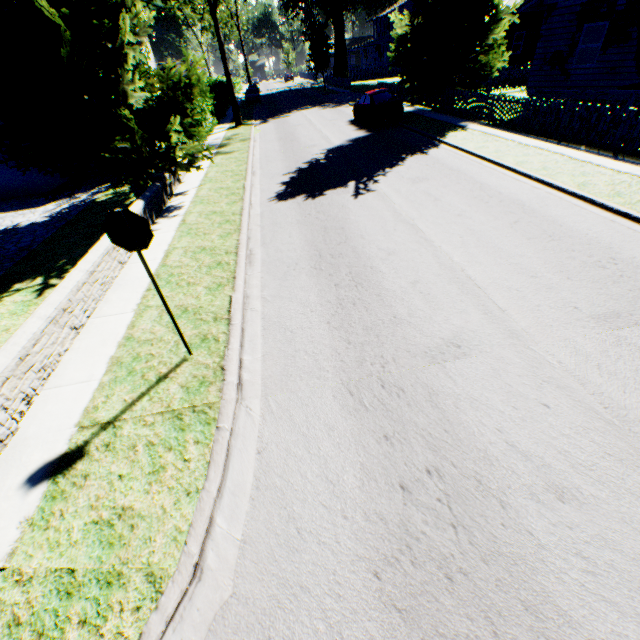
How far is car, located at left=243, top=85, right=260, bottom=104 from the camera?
40.34m

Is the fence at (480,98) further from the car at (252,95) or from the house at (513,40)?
the car at (252,95)

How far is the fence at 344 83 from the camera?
43.4 meters

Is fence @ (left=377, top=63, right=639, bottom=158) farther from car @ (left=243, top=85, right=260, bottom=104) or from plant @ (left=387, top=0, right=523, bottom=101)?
car @ (left=243, top=85, right=260, bottom=104)

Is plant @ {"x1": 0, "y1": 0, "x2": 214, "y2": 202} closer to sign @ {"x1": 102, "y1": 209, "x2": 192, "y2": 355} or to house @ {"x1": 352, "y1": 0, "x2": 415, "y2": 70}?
house @ {"x1": 352, "y1": 0, "x2": 415, "y2": 70}

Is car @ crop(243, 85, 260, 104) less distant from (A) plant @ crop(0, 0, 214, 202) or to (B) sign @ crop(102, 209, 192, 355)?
(A) plant @ crop(0, 0, 214, 202)

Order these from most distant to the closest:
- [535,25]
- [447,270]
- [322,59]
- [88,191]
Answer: [322,59], [535,25], [88,191], [447,270]

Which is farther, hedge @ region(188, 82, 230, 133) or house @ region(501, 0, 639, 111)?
hedge @ region(188, 82, 230, 133)
